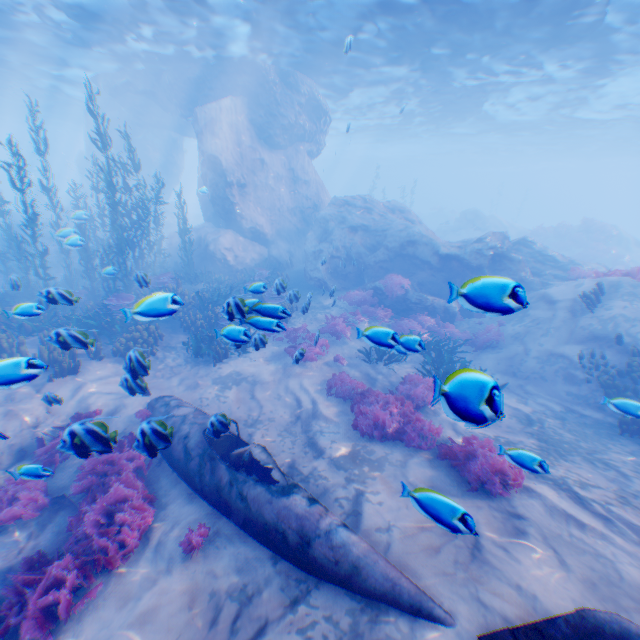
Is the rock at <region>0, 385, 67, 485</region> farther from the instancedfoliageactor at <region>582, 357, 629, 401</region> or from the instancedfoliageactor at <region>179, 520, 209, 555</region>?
the instancedfoliageactor at <region>582, 357, 629, 401</region>

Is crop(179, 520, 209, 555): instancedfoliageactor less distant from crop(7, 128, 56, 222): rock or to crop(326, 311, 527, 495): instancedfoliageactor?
crop(326, 311, 527, 495): instancedfoliageactor

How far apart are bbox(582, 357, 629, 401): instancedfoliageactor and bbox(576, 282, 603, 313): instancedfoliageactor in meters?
1.6 m

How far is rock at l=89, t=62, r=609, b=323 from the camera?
15.09m

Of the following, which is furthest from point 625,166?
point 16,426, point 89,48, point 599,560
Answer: point 16,426

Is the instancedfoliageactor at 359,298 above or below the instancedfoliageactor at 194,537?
above

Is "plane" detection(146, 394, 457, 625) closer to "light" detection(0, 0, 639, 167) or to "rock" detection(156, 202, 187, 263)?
"rock" detection(156, 202, 187, 263)

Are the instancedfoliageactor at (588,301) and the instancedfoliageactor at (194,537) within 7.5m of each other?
no
